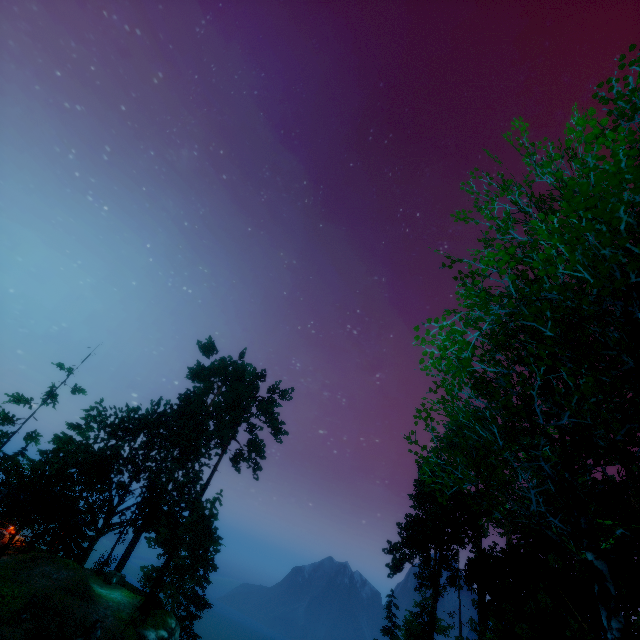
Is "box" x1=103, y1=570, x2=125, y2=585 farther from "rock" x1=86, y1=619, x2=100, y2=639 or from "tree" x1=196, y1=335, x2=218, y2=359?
"tree" x1=196, y1=335, x2=218, y2=359

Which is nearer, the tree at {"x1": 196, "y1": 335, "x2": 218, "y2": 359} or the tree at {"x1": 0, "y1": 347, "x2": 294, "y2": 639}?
the tree at {"x1": 0, "y1": 347, "x2": 294, "y2": 639}

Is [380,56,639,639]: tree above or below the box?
above

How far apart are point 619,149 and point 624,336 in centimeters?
332cm

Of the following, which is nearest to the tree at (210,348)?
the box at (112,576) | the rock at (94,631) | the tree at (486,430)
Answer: the tree at (486,430)

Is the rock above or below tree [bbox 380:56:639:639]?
below

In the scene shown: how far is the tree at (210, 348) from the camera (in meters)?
39.78
